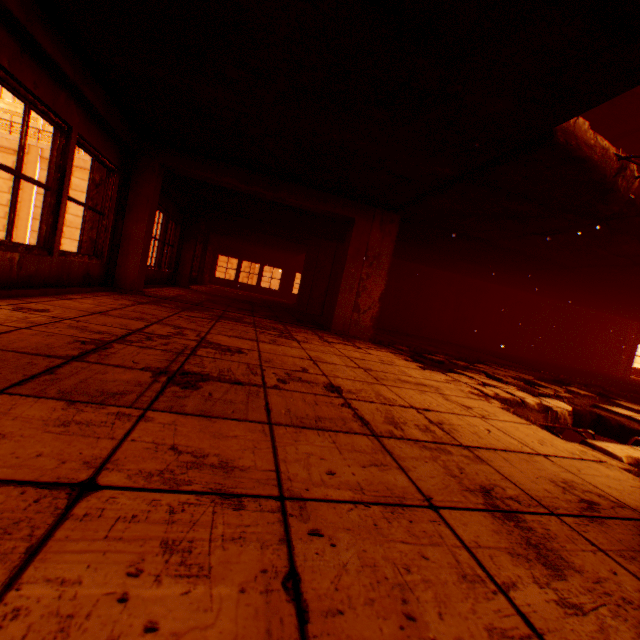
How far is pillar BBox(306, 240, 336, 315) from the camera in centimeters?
1141cm

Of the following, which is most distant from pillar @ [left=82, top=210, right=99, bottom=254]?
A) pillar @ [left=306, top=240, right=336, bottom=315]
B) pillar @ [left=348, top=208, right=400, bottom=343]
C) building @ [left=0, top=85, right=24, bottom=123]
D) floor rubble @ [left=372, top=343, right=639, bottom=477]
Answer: building @ [left=0, top=85, right=24, bottom=123]

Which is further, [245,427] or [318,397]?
[318,397]

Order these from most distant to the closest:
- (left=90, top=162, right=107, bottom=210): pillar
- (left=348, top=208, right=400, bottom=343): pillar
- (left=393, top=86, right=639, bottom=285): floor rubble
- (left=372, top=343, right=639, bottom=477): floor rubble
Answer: (left=348, top=208, right=400, bottom=343): pillar → (left=90, top=162, right=107, bottom=210): pillar → (left=393, top=86, right=639, bottom=285): floor rubble → (left=372, top=343, right=639, bottom=477): floor rubble

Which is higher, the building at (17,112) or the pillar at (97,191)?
the building at (17,112)

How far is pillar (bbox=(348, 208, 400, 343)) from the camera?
6.56m

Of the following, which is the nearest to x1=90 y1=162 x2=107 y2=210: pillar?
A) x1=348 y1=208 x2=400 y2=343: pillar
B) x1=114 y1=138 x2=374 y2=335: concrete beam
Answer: x1=114 y1=138 x2=374 y2=335: concrete beam

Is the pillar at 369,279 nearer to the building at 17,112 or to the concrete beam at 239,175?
the concrete beam at 239,175
